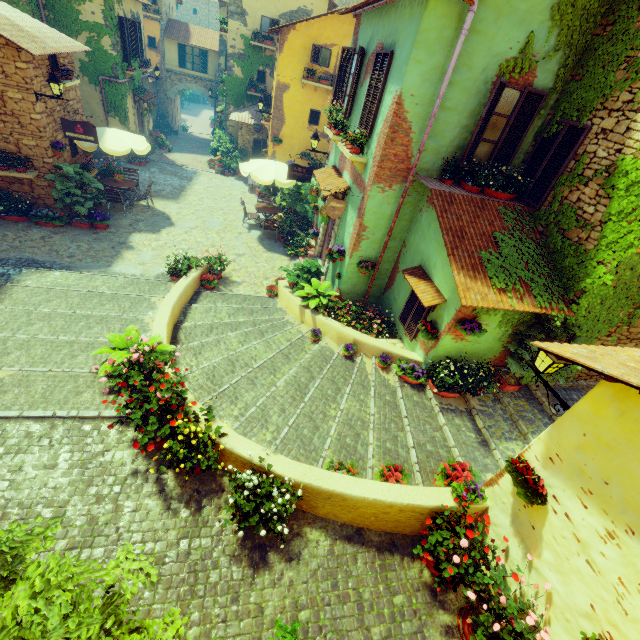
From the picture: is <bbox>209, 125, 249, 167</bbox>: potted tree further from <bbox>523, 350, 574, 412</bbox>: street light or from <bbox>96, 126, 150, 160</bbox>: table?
<bbox>523, 350, 574, 412</bbox>: street light

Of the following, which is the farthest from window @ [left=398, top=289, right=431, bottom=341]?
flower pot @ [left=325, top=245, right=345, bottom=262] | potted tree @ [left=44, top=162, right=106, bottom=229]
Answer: potted tree @ [left=44, top=162, right=106, bottom=229]

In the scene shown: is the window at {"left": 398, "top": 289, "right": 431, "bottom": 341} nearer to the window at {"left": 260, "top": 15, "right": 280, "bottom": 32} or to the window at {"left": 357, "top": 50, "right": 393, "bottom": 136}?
the window at {"left": 357, "top": 50, "right": 393, "bottom": 136}

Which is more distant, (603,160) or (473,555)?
(603,160)

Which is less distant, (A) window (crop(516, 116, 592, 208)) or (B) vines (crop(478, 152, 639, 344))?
(B) vines (crop(478, 152, 639, 344))

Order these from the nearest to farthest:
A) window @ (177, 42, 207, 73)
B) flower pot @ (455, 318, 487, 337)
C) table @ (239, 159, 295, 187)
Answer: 1. flower pot @ (455, 318, 487, 337)
2. table @ (239, 159, 295, 187)
3. window @ (177, 42, 207, 73)

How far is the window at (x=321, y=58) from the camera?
14.67m

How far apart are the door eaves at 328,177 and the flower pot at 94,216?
7.6 meters
